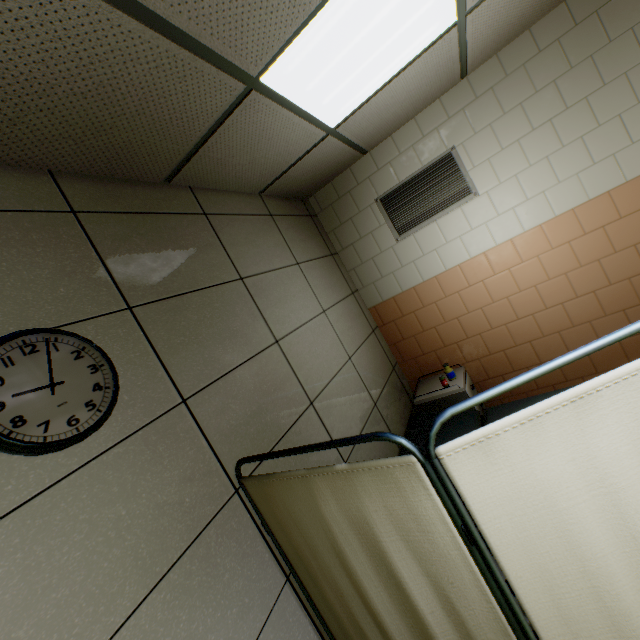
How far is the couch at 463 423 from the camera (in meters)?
2.47

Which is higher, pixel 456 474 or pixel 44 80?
pixel 44 80

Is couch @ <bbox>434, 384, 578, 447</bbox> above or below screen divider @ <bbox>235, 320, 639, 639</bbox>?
below

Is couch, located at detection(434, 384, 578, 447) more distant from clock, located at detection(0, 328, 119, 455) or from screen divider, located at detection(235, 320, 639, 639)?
clock, located at detection(0, 328, 119, 455)

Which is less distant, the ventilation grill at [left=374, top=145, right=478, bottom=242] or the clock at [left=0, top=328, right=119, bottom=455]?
the clock at [left=0, top=328, right=119, bottom=455]

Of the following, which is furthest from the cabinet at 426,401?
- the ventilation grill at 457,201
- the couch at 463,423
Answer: the ventilation grill at 457,201

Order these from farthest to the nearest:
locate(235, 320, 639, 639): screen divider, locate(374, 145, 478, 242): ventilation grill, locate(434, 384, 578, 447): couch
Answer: locate(374, 145, 478, 242): ventilation grill < locate(434, 384, 578, 447): couch < locate(235, 320, 639, 639): screen divider

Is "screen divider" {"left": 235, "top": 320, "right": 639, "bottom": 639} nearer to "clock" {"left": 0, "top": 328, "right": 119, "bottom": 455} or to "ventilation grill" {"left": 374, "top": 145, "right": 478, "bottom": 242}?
"clock" {"left": 0, "top": 328, "right": 119, "bottom": 455}
